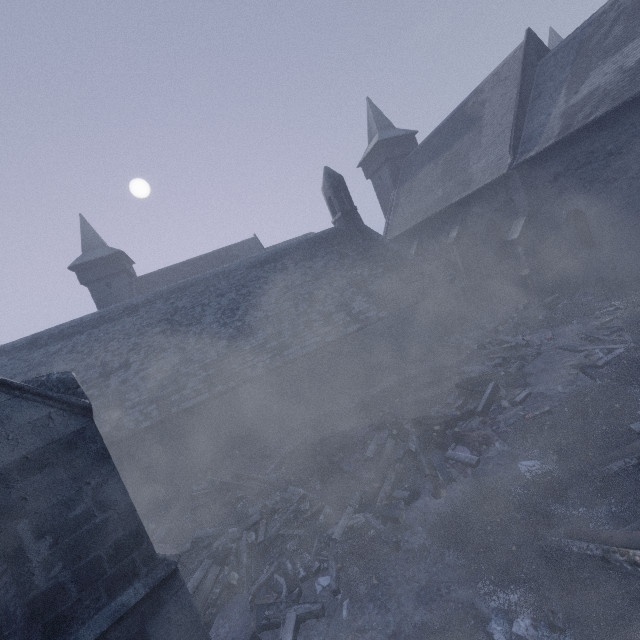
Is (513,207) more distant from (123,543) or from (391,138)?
(123,543)

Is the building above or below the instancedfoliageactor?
above

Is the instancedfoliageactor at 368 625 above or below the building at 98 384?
below
